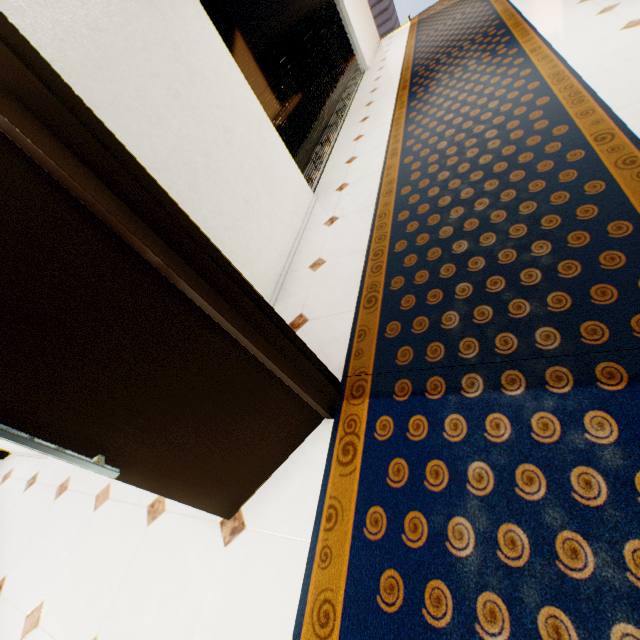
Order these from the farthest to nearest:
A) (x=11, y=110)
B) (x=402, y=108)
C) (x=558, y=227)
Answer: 1. (x=402, y=108)
2. (x=558, y=227)
3. (x=11, y=110)

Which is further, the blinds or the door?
the blinds

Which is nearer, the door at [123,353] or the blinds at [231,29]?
the door at [123,353]
